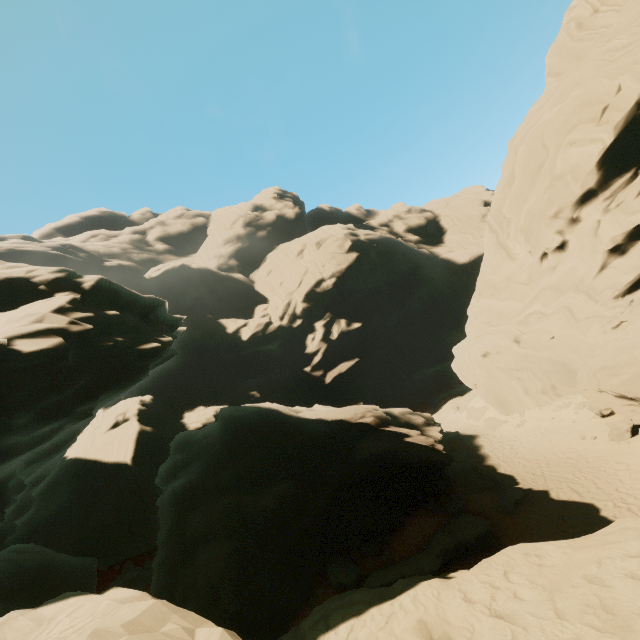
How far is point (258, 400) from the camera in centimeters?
4725cm

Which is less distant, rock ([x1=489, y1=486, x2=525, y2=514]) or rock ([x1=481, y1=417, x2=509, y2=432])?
rock ([x1=489, y1=486, x2=525, y2=514])

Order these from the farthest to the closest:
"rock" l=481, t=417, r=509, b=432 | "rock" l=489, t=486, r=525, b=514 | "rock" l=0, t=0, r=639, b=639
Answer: "rock" l=481, t=417, r=509, b=432 < "rock" l=489, t=486, r=525, b=514 < "rock" l=0, t=0, r=639, b=639

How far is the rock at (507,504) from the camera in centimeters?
1571cm

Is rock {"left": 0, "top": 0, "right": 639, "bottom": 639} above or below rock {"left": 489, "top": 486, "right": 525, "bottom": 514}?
above

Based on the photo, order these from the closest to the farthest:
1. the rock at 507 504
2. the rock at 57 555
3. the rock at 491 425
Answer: the rock at 57 555 < the rock at 507 504 < the rock at 491 425
